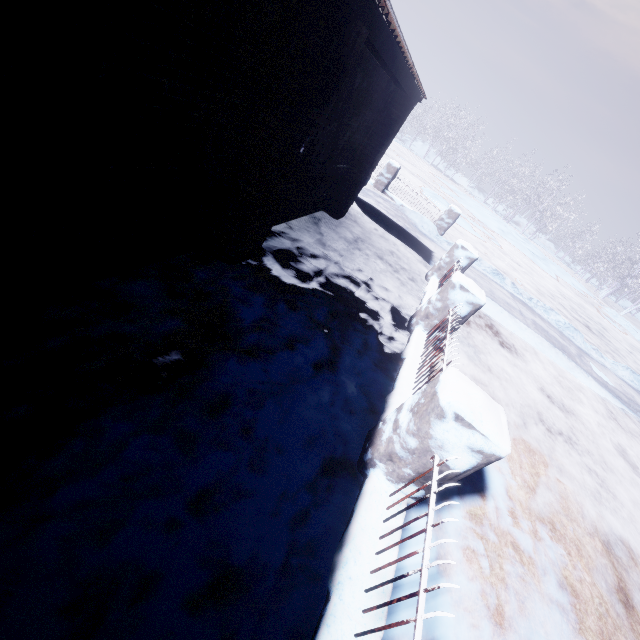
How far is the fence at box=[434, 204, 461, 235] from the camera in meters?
10.0 m

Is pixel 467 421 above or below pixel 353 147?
below

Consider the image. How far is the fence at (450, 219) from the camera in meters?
10.0

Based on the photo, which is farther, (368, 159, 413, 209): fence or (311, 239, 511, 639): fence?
(368, 159, 413, 209): fence
